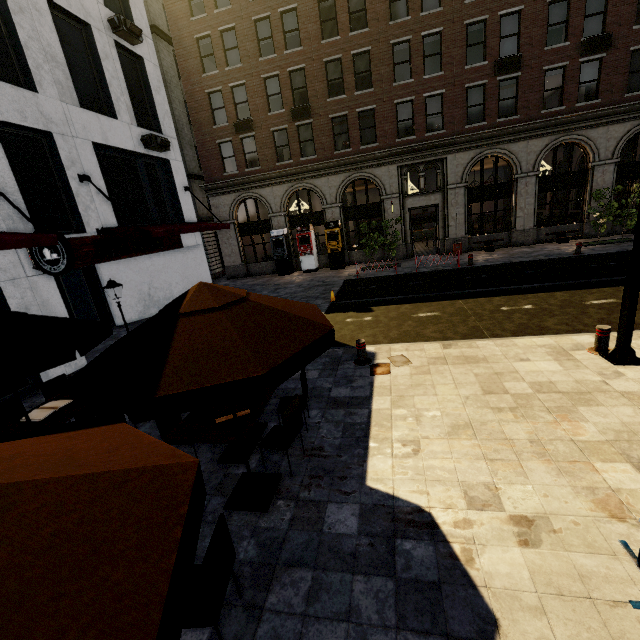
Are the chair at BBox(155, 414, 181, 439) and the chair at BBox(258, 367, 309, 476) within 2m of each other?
yes

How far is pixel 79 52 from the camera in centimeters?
1119cm

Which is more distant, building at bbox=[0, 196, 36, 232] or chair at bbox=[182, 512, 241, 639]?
building at bbox=[0, 196, 36, 232]

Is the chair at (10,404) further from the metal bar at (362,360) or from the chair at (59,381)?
the metal bar at (362,360)

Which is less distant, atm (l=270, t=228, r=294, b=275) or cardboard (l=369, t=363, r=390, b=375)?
cardboard (l=369, t=363, r=390, b=375)

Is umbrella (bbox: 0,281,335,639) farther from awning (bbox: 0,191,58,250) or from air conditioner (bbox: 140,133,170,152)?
air conditioner (bbox: 140,133,170,152)

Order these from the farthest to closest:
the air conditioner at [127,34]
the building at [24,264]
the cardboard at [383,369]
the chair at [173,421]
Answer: the air conditioner at [127,34], the building at [24,264], the cardboard at [383,369], the chair at [173,421]

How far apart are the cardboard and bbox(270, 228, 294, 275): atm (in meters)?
16.05
